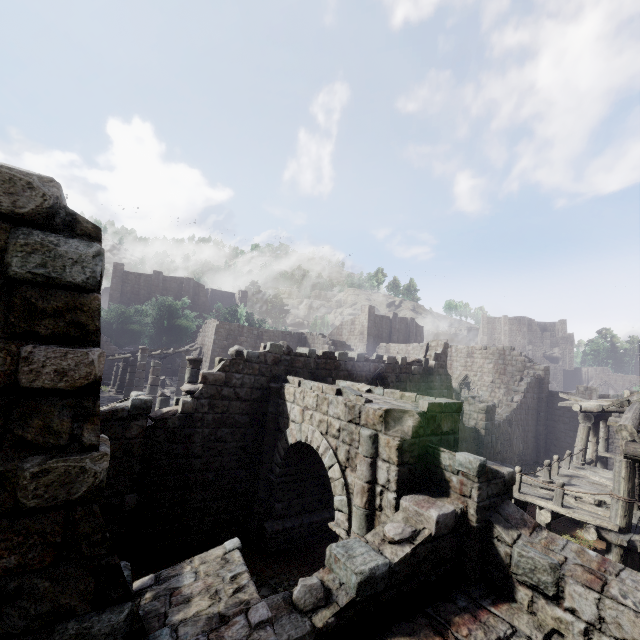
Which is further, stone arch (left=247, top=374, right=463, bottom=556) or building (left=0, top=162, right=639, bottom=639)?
stone arch (left=247, top=374, right=463, bottom=556)

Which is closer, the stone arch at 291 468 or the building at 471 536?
the building at 471 536

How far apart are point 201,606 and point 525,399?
26.7m

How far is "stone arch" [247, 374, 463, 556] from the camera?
6.45m

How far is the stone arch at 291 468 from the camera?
6.5m
